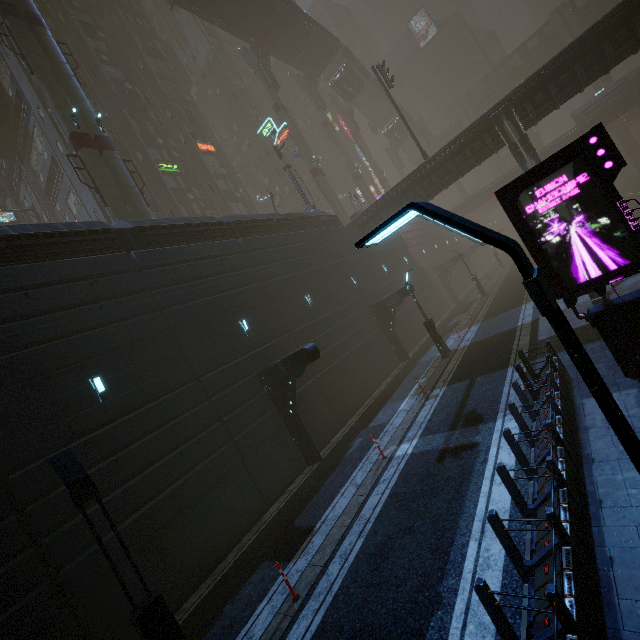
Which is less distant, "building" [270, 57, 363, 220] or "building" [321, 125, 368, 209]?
"building" [270, 57, 363, 220]

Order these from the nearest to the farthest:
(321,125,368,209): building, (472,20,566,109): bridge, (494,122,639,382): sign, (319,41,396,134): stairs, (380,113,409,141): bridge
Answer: (494,122,639,382): sign, (319,41,396,134): stairs, (472,20,566,109): bridge, (380,113,409,141): bridge, (321,125,368,209): building

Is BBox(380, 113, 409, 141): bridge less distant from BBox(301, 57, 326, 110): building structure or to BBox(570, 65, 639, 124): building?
BBox(570, 65, 639, 124): building

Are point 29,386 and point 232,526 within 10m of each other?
yes

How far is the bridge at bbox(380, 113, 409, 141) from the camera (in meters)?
57.16

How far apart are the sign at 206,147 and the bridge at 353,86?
24.54m

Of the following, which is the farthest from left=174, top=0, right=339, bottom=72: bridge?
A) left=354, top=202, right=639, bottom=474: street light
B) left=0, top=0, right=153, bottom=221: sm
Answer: A: left=354, top=202, right=639, bottom=474: street light

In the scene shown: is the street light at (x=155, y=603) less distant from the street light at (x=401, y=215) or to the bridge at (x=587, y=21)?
the street light at (x=401, y=215)
